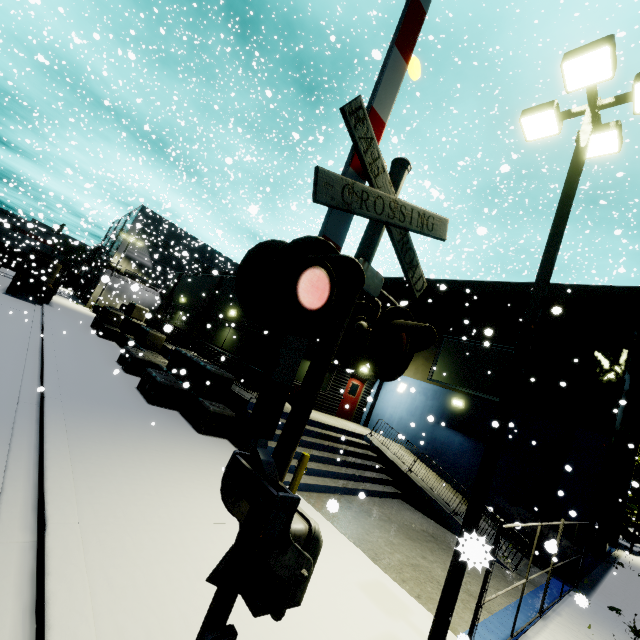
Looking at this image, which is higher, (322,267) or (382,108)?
(382,108)

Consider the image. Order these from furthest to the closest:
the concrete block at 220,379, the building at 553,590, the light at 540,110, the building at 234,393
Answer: the concrete block at 220,379 < the building at 234,393 < the building at 553,590 < the light at 540,110

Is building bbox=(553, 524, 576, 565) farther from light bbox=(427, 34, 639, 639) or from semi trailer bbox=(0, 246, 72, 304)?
light bbox=(427, 34, 639, 639)

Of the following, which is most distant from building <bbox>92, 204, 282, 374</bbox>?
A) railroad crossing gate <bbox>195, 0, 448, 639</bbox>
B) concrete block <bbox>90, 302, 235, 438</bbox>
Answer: railroad crossing gate <bbox>195, 0, 448, 639</bbox>

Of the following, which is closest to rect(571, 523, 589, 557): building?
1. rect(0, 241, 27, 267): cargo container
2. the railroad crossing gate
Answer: rect(0, 241, 27, 267): cargo container

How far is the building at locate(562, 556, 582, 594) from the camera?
10.2 meters

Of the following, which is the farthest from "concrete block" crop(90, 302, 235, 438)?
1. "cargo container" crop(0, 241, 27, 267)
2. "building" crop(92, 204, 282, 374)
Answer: "cargo container" crop(0, 241, 27, 267)

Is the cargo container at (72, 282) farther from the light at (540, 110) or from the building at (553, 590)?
the light at (540, 110)
